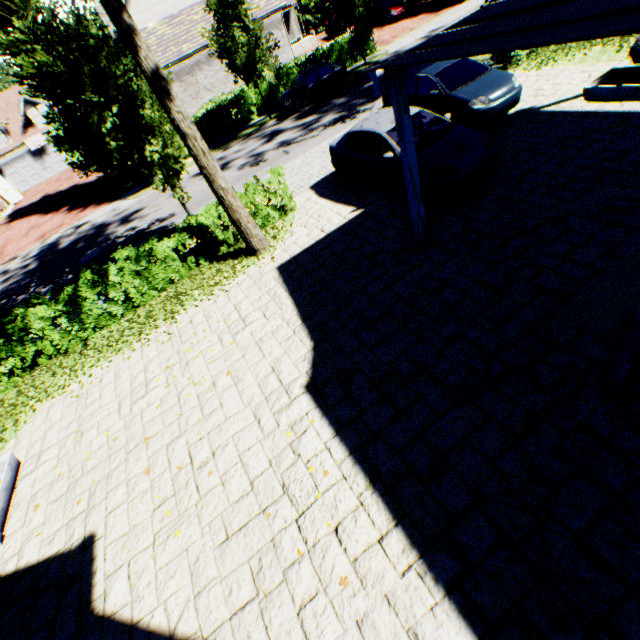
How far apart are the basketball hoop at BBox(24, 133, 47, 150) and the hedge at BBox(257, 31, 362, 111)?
28.10m

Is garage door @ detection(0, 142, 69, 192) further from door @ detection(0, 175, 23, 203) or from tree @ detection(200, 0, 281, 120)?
tree @ detection(200, 0, 281, 120)

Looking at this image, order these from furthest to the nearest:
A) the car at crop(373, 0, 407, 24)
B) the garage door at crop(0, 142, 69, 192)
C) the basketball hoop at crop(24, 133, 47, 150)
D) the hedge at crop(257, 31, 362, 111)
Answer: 1. the garage door at crop(0, 142, 69, 192)
2. the basketball hoop at crop(24, 133, 47, 150)
3. the car at crop(373, 0, 407, 24)
4. the hedge at crop(257, 31, 362, 111)

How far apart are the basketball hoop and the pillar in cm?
4329

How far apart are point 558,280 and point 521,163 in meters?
4.2

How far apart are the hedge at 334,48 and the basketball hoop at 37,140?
28.1 meters

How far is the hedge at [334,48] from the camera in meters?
22.6 m

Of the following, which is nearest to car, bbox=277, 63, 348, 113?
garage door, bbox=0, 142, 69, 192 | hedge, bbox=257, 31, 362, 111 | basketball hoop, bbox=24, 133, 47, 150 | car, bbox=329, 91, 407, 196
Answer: hedge, bbox=257, 31, 362, 111
